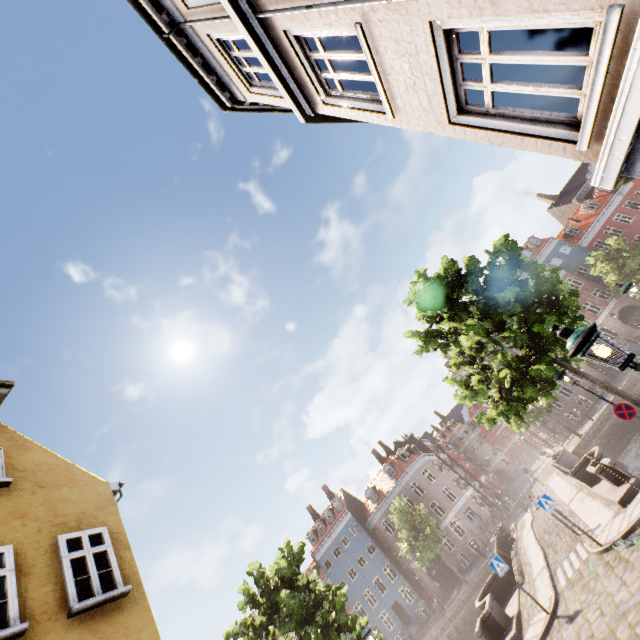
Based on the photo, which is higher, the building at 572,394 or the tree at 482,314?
the tree at 482,314

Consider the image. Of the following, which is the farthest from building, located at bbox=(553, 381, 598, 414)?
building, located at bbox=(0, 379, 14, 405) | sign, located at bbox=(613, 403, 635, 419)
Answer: building, located at bbox=(0, 379, 14, 405)

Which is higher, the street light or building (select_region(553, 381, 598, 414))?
the street light

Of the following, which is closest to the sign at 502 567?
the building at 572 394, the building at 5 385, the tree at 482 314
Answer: the tree at 482 314

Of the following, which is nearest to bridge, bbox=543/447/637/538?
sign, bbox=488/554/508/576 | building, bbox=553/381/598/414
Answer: sign, bbox=488/554/508/576

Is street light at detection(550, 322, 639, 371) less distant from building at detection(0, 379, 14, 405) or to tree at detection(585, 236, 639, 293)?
tree at detection(585, 236, 639, 293)

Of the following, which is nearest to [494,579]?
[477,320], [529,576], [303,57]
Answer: [529,576]

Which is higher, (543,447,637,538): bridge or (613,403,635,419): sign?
(613,403,635,419): sign
